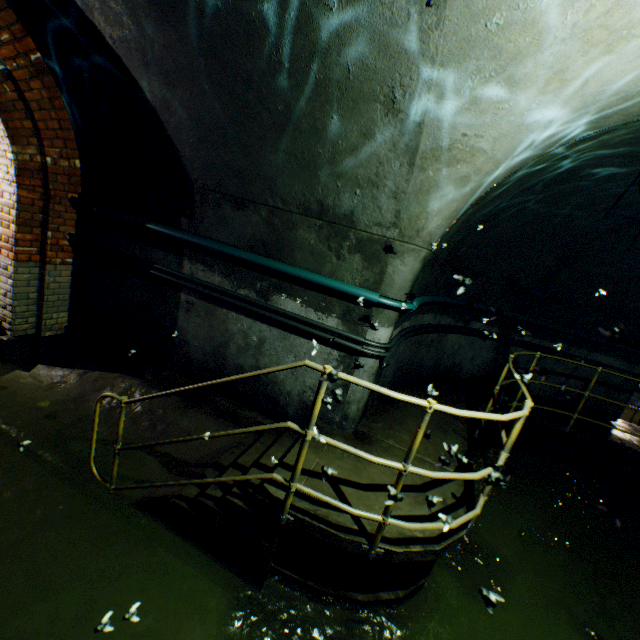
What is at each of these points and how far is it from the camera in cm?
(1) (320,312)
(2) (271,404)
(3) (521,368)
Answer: (1) building tunnel, 364
(2) building tunnel, 407
(3) building tunnel, 724

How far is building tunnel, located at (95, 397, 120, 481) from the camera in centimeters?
344cm

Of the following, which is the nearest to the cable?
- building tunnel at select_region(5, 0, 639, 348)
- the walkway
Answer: building tunnel at select_region(5, 0, 639, 348)

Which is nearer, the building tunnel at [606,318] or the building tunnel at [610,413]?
the building tunnel at [606,318]

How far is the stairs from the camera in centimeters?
246cm

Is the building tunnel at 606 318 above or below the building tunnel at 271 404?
above
